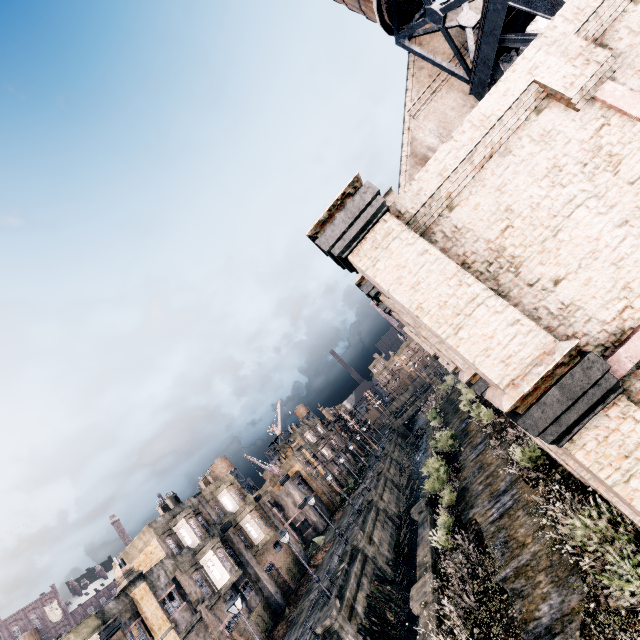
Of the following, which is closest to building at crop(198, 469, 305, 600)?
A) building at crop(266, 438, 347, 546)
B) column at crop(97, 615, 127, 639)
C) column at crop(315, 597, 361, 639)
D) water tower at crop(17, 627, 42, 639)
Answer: building at crop(266, 438, 347, 546)

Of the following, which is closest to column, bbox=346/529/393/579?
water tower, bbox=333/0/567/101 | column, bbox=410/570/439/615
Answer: column, bbox=410/570/439/615

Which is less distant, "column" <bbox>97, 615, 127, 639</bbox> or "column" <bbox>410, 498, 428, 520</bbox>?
"column" <bbox>97, 615, 127, 639</bbox>

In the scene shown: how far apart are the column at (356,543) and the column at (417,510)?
7.2m

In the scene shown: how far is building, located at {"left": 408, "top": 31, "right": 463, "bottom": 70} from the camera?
19.7 meters

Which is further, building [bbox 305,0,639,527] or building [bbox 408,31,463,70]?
building [bbox 408,31,463,70]

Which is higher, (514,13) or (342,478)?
(514,13)

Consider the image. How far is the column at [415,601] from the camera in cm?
1453
